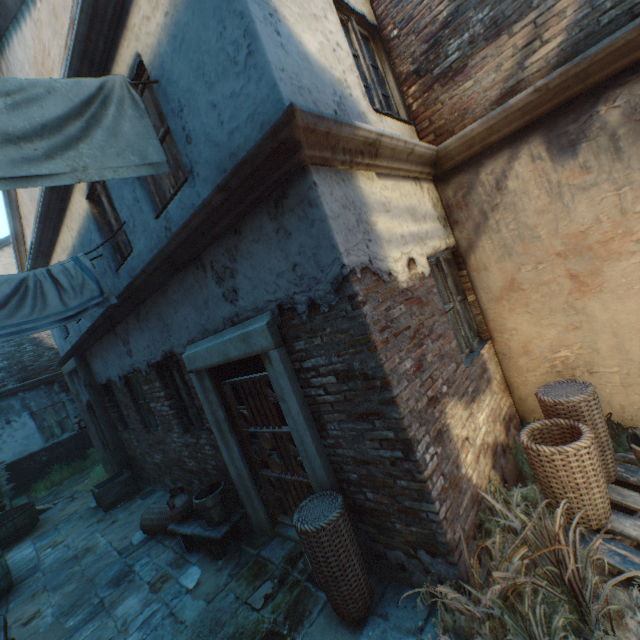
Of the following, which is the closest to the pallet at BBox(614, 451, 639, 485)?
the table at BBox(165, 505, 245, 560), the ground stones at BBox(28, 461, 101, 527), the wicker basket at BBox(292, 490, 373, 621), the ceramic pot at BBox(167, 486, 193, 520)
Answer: the wicker basket at BBox(292, 490, 373, 621)

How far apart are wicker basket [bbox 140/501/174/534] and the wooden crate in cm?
259

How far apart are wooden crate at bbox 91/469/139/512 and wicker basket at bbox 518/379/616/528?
8.6m

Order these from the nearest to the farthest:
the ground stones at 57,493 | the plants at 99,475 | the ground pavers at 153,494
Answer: the ground pavers at 153,494 < the ground stones at 57,493 < the plants at 99,475

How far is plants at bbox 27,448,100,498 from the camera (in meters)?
11.37

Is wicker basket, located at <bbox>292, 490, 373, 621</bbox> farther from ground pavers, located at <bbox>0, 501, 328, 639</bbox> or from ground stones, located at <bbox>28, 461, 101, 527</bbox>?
ground stones, located at <bbox>28, 461, 101, 527</bbox>

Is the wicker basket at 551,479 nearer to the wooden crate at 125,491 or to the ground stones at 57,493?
the wooden crate at 125,491

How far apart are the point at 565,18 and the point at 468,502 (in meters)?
4.63
